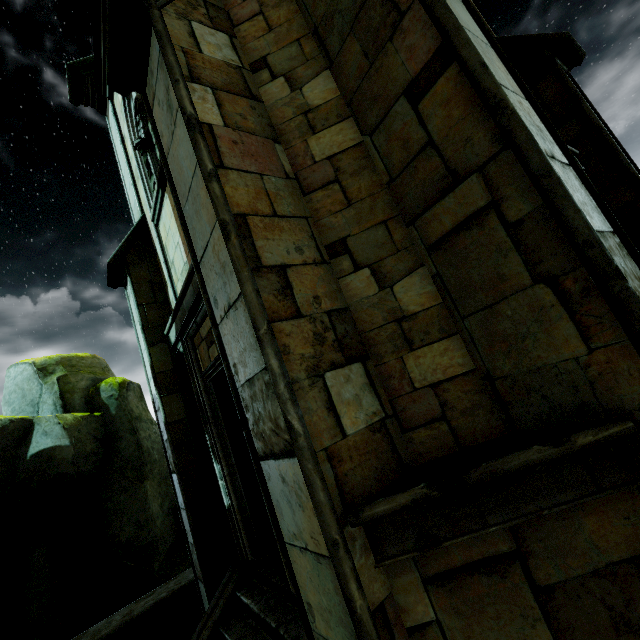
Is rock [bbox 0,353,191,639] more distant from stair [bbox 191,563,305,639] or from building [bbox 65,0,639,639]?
stair [bbox 191,563,305,639]

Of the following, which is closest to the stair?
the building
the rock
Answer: the building

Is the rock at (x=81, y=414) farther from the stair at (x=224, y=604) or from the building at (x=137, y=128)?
the stair at (x=224, y=604)

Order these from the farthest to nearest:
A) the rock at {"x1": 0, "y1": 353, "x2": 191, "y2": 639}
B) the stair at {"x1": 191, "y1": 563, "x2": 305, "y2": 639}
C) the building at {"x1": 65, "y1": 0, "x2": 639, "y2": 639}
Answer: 1. the rock at {"x1": 0, "y1": 353, "x2": 191, "y2": 639}
2. the stair at {"x1": 191, "y1": 563, "x2": 305, "y2": 639}
3. the building at {"x1": 65, "y1": 0, "x2": 639, "y2": 639}

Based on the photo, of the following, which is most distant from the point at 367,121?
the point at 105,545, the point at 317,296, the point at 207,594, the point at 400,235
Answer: the point at 105,545

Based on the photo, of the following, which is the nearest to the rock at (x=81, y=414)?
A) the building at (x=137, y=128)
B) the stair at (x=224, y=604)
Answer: the building at (x=137, y=128)

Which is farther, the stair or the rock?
the rock
